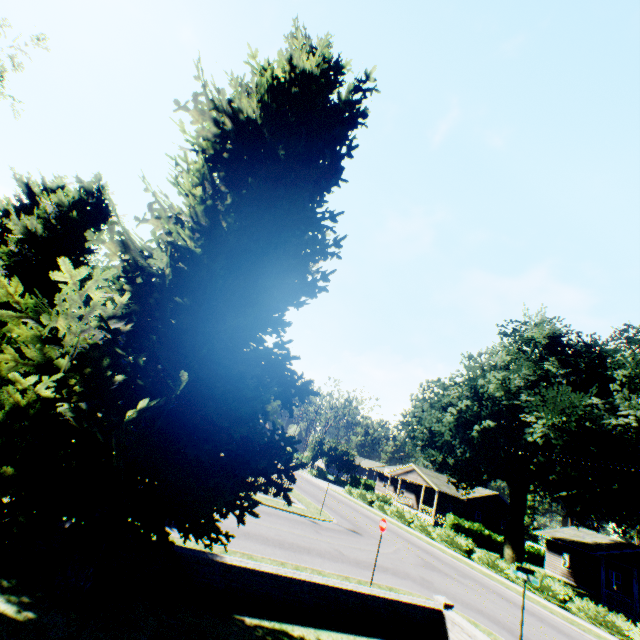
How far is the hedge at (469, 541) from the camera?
24.4 meters

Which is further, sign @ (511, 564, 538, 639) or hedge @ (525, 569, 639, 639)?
hedge @ (525, 569, 639, 639)

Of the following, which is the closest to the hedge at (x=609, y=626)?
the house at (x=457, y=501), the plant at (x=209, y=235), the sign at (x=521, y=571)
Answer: the plant at (x=209, y=235)

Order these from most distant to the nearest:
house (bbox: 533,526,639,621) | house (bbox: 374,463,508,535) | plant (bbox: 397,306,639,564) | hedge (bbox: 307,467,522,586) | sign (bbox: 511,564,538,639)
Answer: house (bbox: 374,463,508,535) < house (bbox: 533,526,639,621) < hedge (bbox: 307,467,522,586) < plant (bbox: 397,306,639,564) < sign (bbox: 511,564,538,639)

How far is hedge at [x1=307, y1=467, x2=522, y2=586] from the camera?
24.4 meters

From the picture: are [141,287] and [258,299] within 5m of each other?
yes

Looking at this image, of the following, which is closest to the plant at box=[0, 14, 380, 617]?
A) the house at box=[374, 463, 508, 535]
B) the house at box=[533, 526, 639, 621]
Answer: the house at box=[374, 463, 508, 535]

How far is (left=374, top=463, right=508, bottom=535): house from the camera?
42.41m
